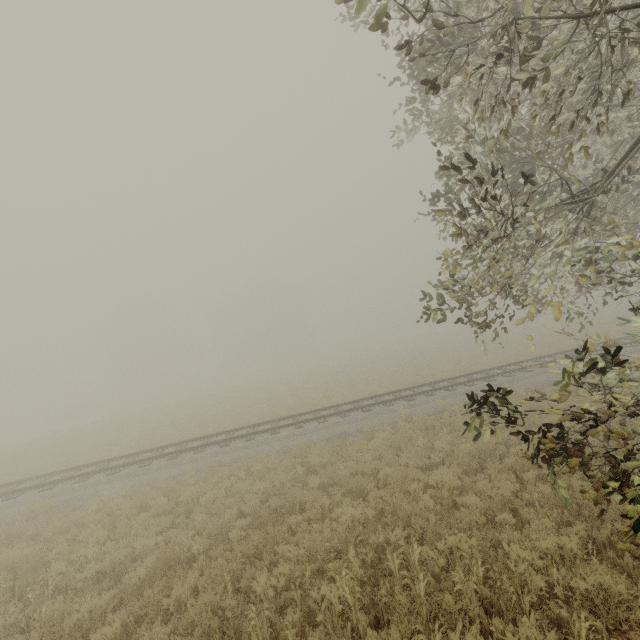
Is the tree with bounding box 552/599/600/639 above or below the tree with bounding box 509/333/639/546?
below

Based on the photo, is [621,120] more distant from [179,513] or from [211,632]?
[179,513]

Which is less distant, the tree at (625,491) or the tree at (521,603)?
the tree at (625,491)

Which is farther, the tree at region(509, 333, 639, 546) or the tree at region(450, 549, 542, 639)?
the tree at region(450, 549, 542, 639)

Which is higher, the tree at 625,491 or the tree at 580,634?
the tree at 625,491
